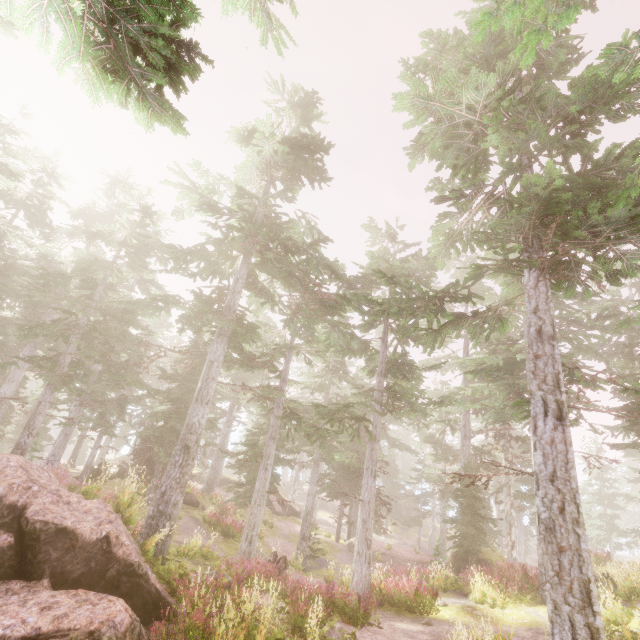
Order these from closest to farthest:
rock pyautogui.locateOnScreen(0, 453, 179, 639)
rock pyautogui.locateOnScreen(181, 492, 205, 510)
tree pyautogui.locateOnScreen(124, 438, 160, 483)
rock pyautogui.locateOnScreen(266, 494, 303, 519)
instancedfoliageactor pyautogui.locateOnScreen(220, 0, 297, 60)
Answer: rock pyautogui.locateOnScreen(0, 453, 179, 639), instancedfoliageactor pyautogui.locateOnScreen(220, 0, 297, 60), tree pyautogui.locateOnScreen(124, 438, 160, 483), rock pyautogui.locateOnScreen(181, 492, 205, 510), rock pyautogui.locateOnScreen(266, 494, 303, 519)

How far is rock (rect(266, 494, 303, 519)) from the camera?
30.96m

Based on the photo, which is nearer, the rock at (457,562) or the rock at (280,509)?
the rock at (457,562)

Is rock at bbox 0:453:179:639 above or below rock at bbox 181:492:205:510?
above

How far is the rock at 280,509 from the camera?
31.0m

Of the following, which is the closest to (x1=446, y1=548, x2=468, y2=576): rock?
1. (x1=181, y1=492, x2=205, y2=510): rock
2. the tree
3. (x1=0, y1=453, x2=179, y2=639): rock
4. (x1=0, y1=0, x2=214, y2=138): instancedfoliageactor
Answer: (x1=0, y1=0, x2=214, y2=138): instancedfoliageactor

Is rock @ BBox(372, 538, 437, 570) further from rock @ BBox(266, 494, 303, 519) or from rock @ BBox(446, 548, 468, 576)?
rock @ BBox(266, 494, 303, 519)

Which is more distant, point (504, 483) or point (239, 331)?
point (504, 483)
